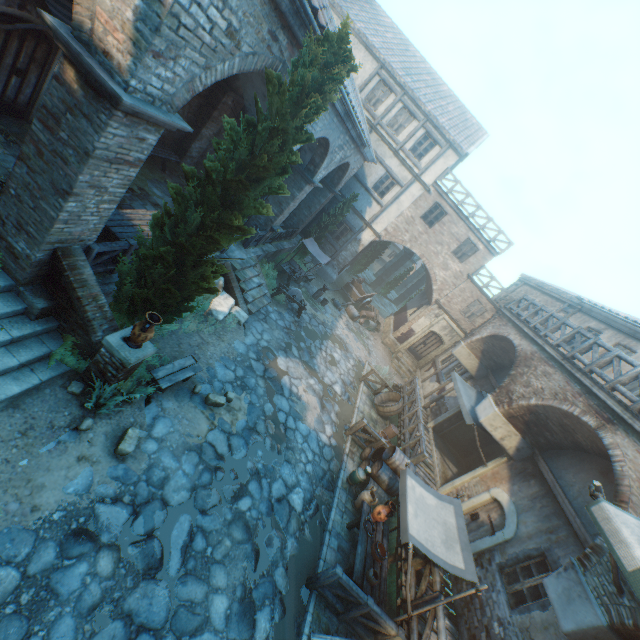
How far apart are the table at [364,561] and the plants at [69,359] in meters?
7.3

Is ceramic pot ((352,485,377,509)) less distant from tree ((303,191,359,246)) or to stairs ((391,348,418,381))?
tree ((303,191,359,246))

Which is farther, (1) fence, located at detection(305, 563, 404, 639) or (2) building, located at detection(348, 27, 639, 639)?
(1) fence, located at detection(305, 563, 404, 639)

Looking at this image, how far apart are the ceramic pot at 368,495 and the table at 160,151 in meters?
13.5 m

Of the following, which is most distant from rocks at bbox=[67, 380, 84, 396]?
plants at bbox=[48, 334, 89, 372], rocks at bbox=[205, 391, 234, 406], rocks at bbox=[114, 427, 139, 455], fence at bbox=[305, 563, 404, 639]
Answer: fence at bbox=[305, 563, 404, 639]

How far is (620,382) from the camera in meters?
8.0

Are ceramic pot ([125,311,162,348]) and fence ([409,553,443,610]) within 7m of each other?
no

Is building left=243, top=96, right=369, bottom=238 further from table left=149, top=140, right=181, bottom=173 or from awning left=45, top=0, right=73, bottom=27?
table left=149, top=140, right=181, bottom=173
